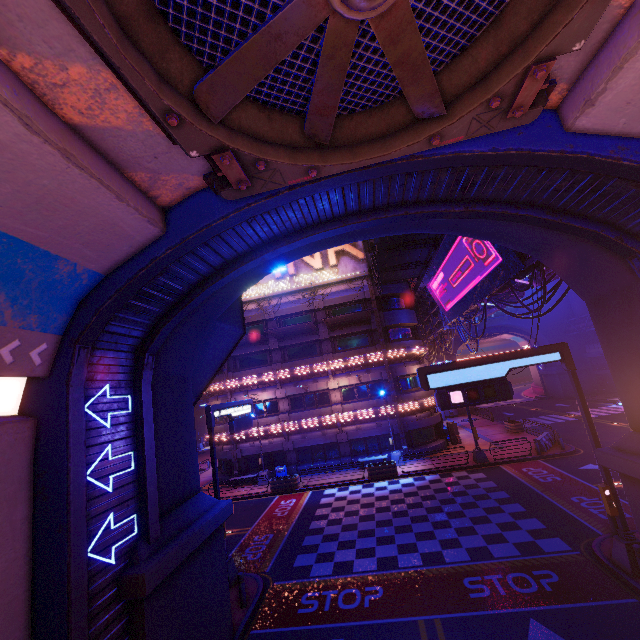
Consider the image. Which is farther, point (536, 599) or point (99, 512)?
point (536, 599)

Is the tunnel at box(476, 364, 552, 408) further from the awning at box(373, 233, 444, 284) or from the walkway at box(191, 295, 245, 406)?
the walkway at box(191, 295, 245, 406)

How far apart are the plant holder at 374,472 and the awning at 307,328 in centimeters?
1181cm

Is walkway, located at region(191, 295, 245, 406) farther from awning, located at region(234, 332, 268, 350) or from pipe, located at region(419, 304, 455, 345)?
pipe, located at region(419, 304, 455, 345)

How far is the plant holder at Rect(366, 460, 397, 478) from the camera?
23.7m

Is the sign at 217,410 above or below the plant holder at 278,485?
above

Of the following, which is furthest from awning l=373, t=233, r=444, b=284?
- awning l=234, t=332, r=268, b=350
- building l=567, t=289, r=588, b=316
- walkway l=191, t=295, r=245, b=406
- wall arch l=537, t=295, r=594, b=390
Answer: building l=567, t=289, r=588, b=316

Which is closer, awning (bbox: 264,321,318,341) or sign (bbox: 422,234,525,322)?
sign (bbox: 422,234,525,322)
